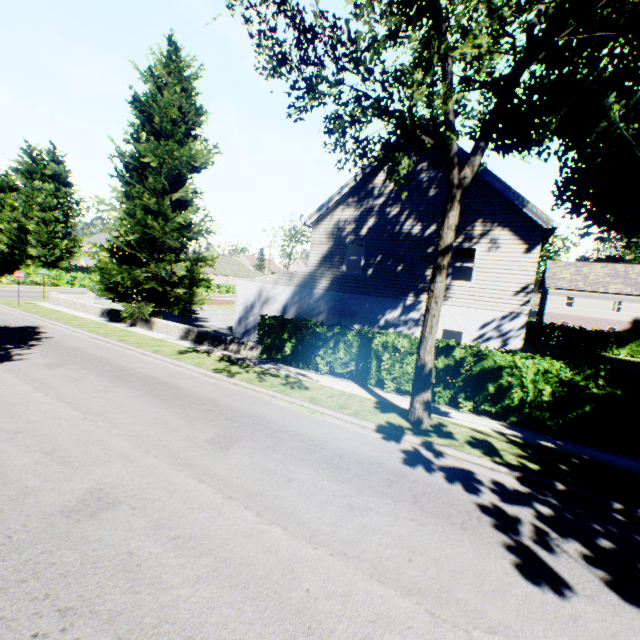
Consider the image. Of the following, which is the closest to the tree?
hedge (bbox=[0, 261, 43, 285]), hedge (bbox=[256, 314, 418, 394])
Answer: hedge (bbox=[0, 261, 43, 285])

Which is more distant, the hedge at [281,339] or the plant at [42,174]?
the plant at [42,174]

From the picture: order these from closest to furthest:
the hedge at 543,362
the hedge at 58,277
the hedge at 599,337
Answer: the hedge at 543,362
the hedge at 599,337
the hedge at 58,277

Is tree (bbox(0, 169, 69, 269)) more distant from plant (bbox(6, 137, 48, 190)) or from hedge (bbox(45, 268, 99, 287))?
plant (bbox(6, 137, 48, 190))

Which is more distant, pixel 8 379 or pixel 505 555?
pixel 8 379

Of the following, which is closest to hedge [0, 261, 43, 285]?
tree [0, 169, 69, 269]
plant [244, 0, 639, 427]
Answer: tree [0, 169, 69, 269]

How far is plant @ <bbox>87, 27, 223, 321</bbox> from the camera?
17.17m
